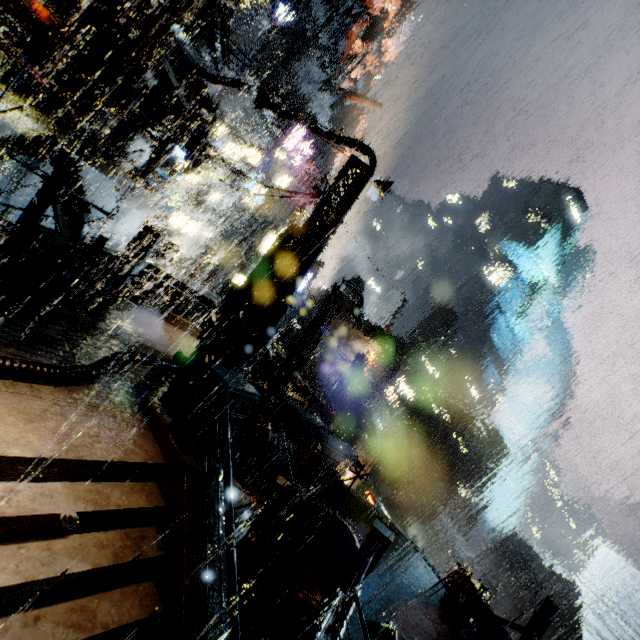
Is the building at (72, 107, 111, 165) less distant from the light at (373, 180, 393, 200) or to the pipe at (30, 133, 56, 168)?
the pipe at (30, 133, 56, 168)

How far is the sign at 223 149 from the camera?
25.5m

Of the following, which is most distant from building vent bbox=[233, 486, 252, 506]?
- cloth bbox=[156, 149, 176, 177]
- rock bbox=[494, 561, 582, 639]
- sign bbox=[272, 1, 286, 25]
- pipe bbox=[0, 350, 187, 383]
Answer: rock bbox=[494, 561, 582, 639]

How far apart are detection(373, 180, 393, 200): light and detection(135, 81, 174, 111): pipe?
8.8 meters

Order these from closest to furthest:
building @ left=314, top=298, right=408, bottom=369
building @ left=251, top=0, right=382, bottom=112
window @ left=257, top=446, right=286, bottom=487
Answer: window @ left=257, top=446, right=286, bottom=487, building @ left=314, top=298, right=408, bottom=369, building @ left=251, top=0, right=382, bottom=112

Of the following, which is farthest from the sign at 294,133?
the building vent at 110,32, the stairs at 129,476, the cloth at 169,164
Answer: the stairs at 129,476

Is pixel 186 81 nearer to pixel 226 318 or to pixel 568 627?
pixel 226 318

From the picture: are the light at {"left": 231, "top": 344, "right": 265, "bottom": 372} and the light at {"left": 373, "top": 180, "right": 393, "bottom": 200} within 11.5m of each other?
yes
